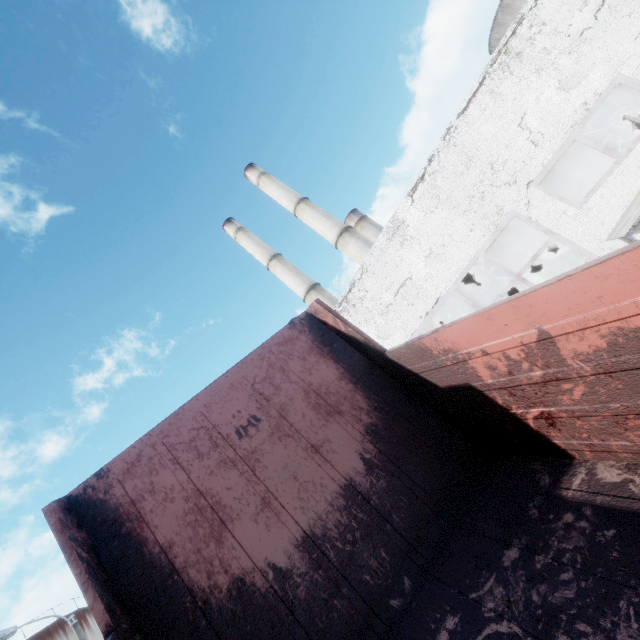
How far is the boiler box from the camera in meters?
14.7 m

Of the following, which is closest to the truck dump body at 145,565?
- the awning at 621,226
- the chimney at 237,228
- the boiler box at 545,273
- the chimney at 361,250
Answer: the awning at 621,226

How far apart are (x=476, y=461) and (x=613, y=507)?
1.2 meters

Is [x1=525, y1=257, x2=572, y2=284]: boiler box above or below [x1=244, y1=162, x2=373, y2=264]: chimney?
below

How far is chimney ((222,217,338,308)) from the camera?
34.5 meters

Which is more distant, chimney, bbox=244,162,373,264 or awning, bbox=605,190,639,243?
chimney, bbox=244,162,373,264

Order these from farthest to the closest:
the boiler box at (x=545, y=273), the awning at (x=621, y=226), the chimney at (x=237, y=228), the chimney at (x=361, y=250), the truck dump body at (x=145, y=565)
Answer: the chimney at (x=237, y=228) < the chimney at (x=361, y=250) < the boiler box at (x=545, y=273) < the awning at (x=621, y=226) < the truck dump body at (x=145, y=565)

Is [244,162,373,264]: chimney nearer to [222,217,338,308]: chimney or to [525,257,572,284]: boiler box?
[222,217,338,308]: chimney
